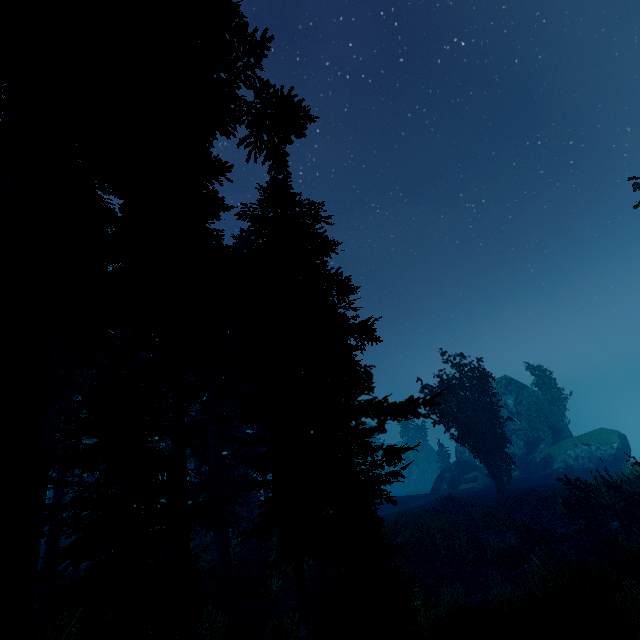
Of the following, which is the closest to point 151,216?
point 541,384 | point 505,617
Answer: point 505,617

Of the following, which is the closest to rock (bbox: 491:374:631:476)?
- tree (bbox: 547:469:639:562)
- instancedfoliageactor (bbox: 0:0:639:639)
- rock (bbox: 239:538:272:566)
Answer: instancedfoliageactor (bbox: 0:0:639:639)

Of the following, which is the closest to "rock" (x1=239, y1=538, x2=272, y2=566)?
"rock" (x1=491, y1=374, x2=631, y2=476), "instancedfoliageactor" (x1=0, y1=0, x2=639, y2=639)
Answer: "instancedfoliageactor" (x1=0, y1=0, x2=639, y2=639)

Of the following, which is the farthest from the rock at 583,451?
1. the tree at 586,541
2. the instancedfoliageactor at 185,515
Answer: the tree at 586,541

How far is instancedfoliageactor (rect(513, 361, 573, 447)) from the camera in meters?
42.0 m

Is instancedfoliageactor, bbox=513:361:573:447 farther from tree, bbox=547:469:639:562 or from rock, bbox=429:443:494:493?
tree, bbox=547:469:639:562

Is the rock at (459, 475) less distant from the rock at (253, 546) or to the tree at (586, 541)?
the tree at (586, 541)
